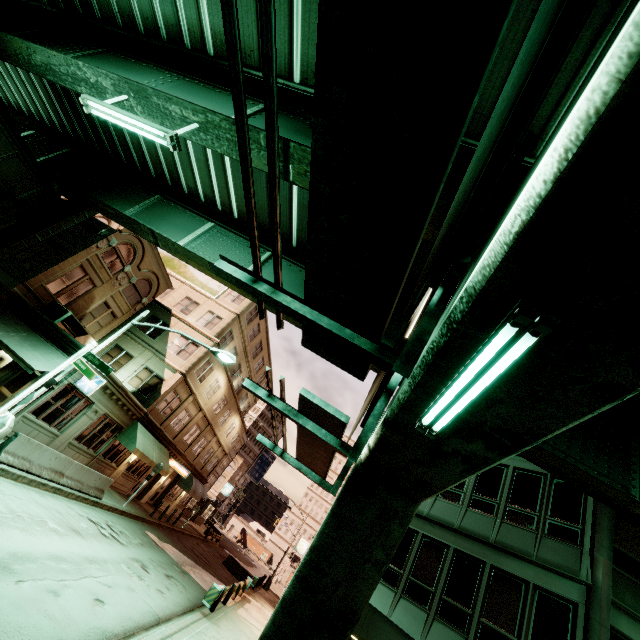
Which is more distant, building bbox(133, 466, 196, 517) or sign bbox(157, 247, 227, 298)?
sign bbox(157, 247, 227, 298)

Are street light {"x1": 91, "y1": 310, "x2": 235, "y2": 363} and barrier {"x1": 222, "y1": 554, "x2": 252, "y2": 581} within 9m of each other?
no

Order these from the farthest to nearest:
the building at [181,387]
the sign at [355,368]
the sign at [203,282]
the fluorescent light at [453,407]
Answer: the sign at [203,282]
the building at [181,387]
the fluorescent light at [453,407]
the sign at [355,368]

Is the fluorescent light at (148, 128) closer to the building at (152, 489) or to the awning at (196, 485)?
the building at (152, 489)

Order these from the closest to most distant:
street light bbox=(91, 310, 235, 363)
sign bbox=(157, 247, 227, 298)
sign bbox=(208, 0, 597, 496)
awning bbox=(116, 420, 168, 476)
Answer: sign bbox=(208, 0, 597, 496) < street light bbox=(91, 310, 235, 363) < awning bbox=(116, 420, 168, 476) < sign bbox=(157, 247, 227, 298)

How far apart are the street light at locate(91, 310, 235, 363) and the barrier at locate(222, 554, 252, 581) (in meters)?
27.30

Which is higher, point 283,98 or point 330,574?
point 283,98

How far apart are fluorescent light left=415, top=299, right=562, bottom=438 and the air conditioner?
21.34m
